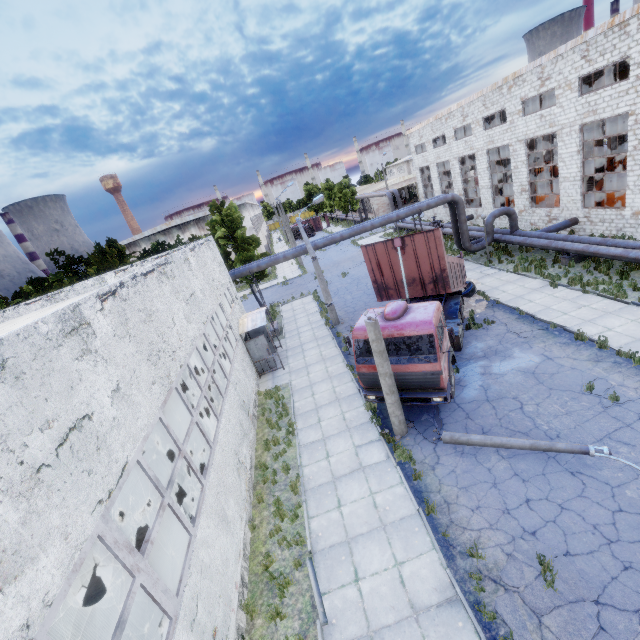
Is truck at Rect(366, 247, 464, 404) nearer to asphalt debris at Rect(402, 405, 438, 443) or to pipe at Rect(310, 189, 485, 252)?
asphalt debris at Rect(402, 405, 438, 443)

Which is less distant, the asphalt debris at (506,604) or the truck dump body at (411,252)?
the asphalt debris at (506,604)

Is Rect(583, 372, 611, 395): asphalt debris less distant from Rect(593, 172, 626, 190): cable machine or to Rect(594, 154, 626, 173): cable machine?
Rect(593, 172, 626, 190): cable machine

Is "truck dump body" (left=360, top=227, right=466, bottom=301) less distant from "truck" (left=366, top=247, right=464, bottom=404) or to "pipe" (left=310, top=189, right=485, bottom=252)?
"truck" (left=366, top=247, right=464, bottom=404)

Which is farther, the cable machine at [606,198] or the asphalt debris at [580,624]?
the cable machine at [606,198]

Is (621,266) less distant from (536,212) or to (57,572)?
(536,212)

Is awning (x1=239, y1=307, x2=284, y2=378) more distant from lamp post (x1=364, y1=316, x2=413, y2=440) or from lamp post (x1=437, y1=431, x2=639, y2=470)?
lamp post (x1=437, y1=431, x2=639, y2=470)

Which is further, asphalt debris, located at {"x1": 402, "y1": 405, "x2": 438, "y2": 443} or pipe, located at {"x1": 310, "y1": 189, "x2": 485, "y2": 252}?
pipe, located at {"x1": 310, "y1": 189, "x2": 485, "y2": 252}
